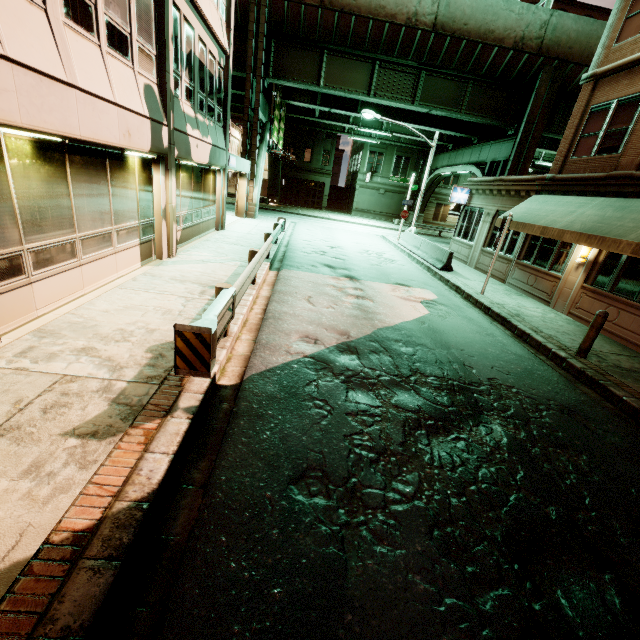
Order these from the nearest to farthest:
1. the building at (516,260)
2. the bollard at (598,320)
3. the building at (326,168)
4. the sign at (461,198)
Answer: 1. the bollard at (598,320)
2. the building at (516,260)
3. the sign at (461,198)
4. the building at (326,168)

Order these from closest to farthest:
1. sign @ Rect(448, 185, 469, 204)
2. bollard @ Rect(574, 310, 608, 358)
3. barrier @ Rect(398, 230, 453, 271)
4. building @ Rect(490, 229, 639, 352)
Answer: bollard @ Rect(574, 310, 608, 358) < building @ Rect(490, 229, 639, 352) < barrier @ Rect(398, 230, 453, 271) < sign @ Rect(448, 185, 469, 204)

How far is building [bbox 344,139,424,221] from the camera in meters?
41.1 m

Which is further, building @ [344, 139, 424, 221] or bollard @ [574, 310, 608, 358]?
building @ [344, 139, 424, 221]

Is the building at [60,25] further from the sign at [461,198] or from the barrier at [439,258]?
the sign at [461,198]

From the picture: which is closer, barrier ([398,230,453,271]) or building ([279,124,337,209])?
barrier ([398,230,453,271])

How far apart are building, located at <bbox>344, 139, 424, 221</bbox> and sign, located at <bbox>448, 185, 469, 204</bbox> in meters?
24.8

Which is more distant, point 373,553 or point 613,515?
point 613,515
